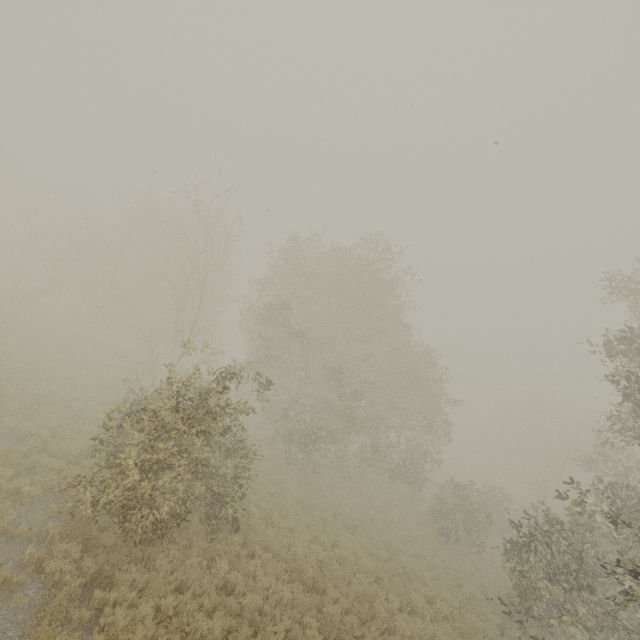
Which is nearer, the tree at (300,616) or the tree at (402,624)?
the tree at (300,616)

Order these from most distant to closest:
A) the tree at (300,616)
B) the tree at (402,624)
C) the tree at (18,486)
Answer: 1. the tree at (402,624)
2. the tree at (300,616)
3. the tree at (18,486)

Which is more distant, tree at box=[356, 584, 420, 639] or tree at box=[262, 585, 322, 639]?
tree at box=[356, 584, 420, 639]

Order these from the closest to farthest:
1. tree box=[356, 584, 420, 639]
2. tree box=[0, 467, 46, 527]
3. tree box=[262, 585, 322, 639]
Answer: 1. tree box=[0, 467, 46, 527]
2. tree box=[262, 585, 322, 639]
3. tree box=[356, 584, 420, 639]

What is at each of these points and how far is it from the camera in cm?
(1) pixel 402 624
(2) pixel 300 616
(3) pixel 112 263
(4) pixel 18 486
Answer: (1) tree, 988
(2) tree, 880
(3) tree, 3234
(4) tree, 872
